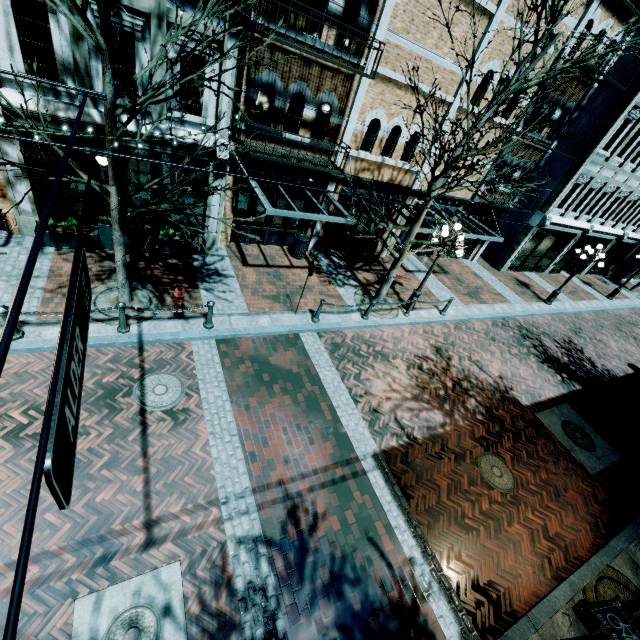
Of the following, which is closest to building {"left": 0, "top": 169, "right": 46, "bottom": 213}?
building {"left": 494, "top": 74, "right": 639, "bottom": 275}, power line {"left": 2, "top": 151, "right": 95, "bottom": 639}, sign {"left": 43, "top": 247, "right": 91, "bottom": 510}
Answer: building {"left": 494, "top": 74, "right": 639, "bottom": 275}

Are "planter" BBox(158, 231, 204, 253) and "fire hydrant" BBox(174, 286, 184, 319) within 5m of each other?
yes

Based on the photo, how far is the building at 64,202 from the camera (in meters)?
9.08

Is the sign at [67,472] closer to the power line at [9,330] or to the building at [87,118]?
the power line at [9,330]

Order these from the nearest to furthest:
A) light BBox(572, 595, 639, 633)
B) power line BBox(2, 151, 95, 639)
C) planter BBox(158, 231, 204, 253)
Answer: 1. power line BBox(2, 151, 95, 639)
2. light BBox(572, 595, 639, 633)
3. planter BBox(158, 231, 204, 253)

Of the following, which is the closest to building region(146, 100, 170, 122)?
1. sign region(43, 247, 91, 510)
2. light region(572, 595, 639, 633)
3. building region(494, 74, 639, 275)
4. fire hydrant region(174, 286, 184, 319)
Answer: building region(494, 74, 639, 275)

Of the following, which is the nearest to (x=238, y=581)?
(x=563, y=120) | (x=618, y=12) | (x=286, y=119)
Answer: (x=286, y=119)

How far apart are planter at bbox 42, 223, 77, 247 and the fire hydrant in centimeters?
300cm
